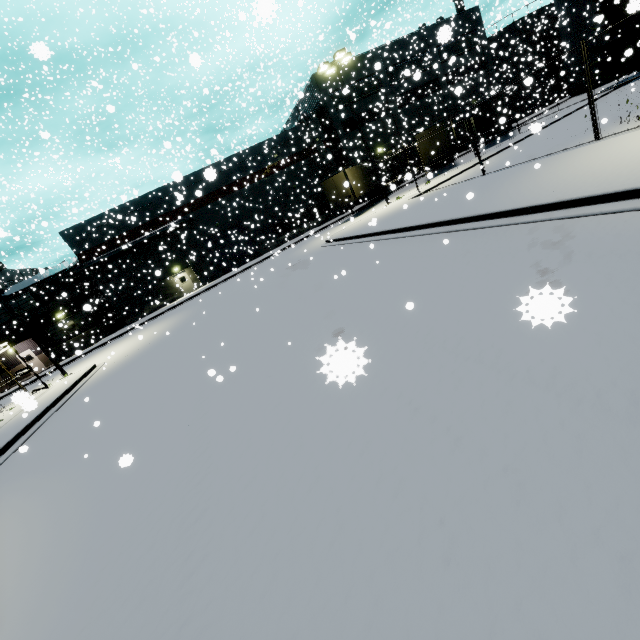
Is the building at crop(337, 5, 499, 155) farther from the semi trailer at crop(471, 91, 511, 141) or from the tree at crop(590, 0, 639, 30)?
the semi trailer at crop(471, 91, 511, 141)

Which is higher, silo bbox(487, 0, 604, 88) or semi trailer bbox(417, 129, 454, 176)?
silo bbox(487, 0, 604, 88)

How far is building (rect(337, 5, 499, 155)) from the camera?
34.3m

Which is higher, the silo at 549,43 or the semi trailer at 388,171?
the silo at 549,43

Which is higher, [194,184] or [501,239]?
[194,184]

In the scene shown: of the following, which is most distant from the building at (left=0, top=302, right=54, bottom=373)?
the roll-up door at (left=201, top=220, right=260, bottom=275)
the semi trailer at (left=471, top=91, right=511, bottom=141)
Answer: the semi trailer at (left=471, top=91, right=511, bottom=141)

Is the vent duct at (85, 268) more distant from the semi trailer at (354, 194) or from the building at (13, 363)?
the semi trailer at (354, 194)

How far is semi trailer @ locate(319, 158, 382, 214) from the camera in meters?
27.2
